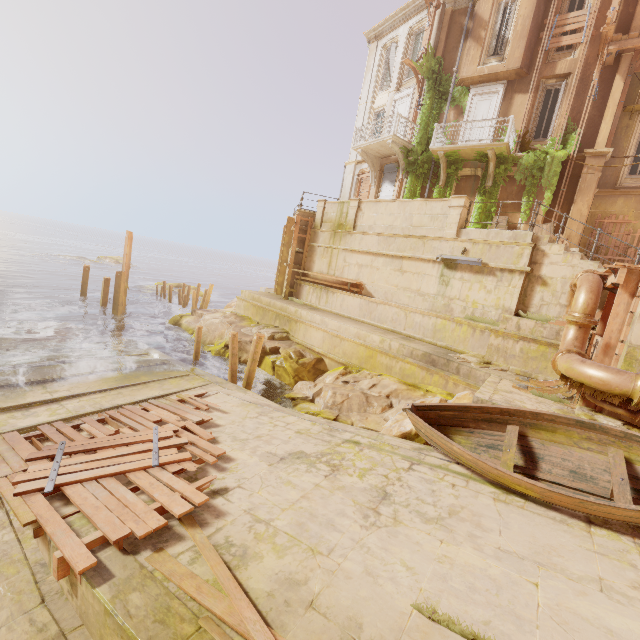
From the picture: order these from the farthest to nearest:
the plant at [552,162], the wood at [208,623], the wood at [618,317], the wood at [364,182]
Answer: the wood at [364,182], the plant at [552,162], the wood at [618,317], the wood at [208,623]

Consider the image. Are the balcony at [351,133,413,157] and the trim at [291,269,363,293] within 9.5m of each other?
yes

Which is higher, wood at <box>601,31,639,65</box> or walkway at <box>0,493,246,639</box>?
wood at <box>601,31,639,65</box>

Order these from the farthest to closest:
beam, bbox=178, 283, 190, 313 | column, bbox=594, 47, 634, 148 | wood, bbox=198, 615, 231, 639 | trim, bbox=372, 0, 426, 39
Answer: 1. beam, bbox=178, 283, 190, 313
2. trim, bbox=372, 0, 426, 39
3. column, bbox=594, 47, 634, 148
4. wood, bbox=198, 615, 231, 639

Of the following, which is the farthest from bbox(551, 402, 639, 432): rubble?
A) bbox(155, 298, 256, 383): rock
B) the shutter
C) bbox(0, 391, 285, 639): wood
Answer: the shutter

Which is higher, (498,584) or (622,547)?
(622,547)

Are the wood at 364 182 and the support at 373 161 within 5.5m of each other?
yes

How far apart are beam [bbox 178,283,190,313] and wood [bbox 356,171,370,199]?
14.2m
